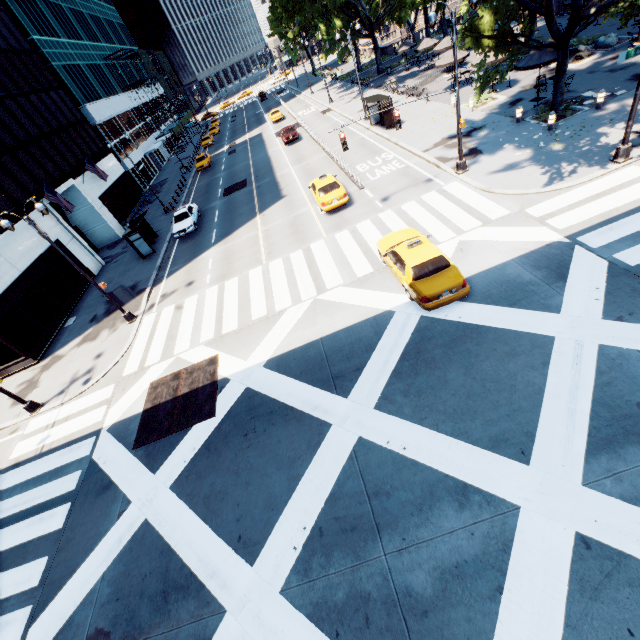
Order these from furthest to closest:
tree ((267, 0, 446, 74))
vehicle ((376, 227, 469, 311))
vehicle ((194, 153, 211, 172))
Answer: vehicle ((194, 153, 211, 172))
tree ((267, 0, 446, 74))
vehicle ((376, 227, 469, 311))

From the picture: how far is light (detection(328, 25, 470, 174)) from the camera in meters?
14.3 m

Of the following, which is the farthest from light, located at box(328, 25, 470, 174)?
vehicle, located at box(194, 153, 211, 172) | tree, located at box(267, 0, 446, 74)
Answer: vehicle, located at box(194, 153, 211, 172)

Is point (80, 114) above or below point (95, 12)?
below

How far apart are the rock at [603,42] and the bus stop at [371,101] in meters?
14.9

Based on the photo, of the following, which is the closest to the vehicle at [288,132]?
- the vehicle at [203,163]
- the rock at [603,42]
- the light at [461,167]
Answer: the vehicle at [203,163]

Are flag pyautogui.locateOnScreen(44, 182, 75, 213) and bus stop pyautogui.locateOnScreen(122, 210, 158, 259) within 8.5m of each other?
yes

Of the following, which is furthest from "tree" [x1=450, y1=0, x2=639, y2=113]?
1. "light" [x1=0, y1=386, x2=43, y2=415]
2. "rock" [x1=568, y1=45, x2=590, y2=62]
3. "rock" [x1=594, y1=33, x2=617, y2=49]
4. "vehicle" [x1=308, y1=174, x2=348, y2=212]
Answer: "light" [x1=0, y1=386, x2=43, y2=415]
